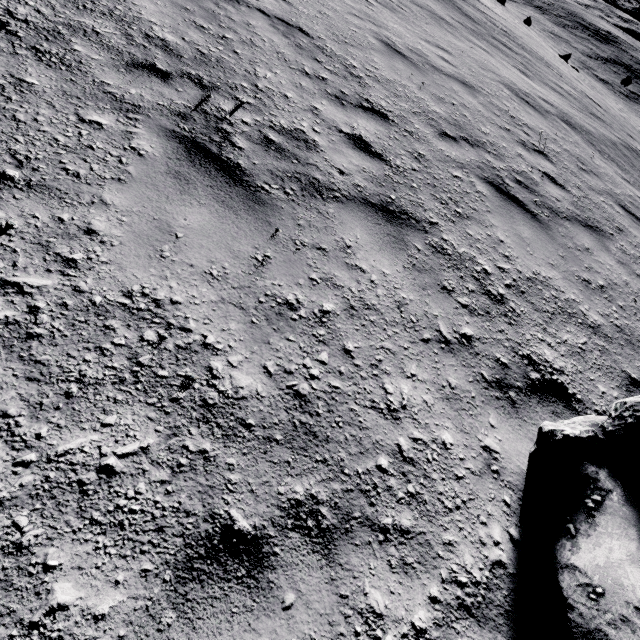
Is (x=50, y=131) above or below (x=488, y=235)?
above
